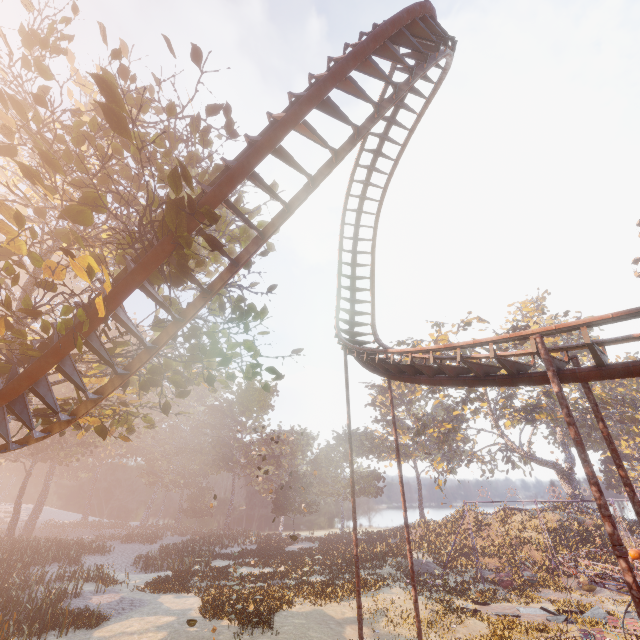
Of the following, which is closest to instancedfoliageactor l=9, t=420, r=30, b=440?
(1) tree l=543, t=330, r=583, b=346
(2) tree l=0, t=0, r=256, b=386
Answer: (2) tree l=0, t=0, r=256, b=386

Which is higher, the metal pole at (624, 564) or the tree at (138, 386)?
the tree at (138, 386)

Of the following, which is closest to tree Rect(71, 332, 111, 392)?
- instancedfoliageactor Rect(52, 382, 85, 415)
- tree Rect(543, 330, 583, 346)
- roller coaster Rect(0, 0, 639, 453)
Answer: roller coaster Rect(0, 0, 639, 453)

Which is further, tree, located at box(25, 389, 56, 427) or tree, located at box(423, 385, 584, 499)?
tree, located at box(423, 385, 584, 499)

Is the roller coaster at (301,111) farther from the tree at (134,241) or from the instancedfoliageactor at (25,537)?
the instancedfoliageactor at (25,537)

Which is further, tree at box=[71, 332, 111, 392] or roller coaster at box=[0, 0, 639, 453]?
roller coaster at box=[0, 0, 639, 453]

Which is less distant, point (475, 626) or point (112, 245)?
point (475, 626)
